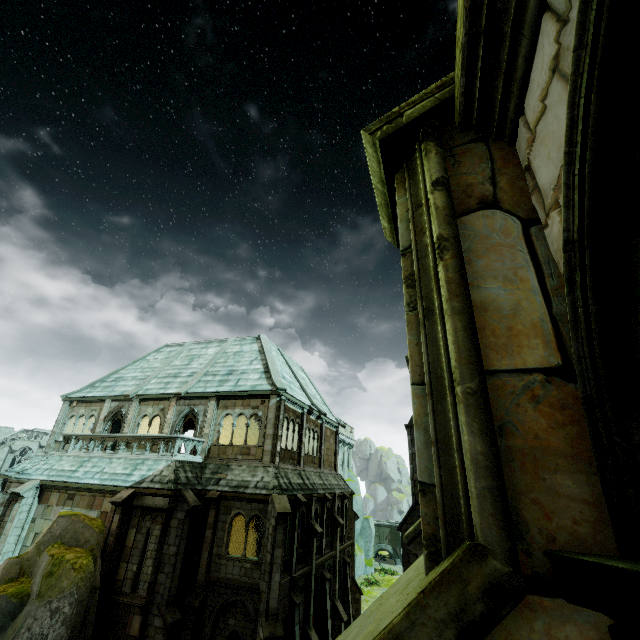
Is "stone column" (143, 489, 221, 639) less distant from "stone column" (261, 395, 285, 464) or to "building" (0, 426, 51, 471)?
"stone column" (261, 395, 285, 464)

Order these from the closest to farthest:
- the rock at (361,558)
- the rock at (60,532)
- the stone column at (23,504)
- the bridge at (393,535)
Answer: the rock at (60,532)
the stone column at (23,504)
the rock at (361,558)
the bridge at (393,535)

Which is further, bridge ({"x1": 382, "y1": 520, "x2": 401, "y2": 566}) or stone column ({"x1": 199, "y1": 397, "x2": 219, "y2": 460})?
bridge ({"x1": 382, "y1": 520, "x2": 401, "y2": 566})

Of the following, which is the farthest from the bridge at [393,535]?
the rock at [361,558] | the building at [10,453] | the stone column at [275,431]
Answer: the stone column at [275,431]

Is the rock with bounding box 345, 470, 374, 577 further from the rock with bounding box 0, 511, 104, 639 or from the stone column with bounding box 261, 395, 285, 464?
the rock with bounding box 0, 511, 104, 639

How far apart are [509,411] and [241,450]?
19.7m

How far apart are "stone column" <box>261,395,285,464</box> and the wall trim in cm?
666

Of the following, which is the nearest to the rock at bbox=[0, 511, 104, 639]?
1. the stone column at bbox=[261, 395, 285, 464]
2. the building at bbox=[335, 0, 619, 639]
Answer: the stone column at bbox=[261, 395, 285, 464]
